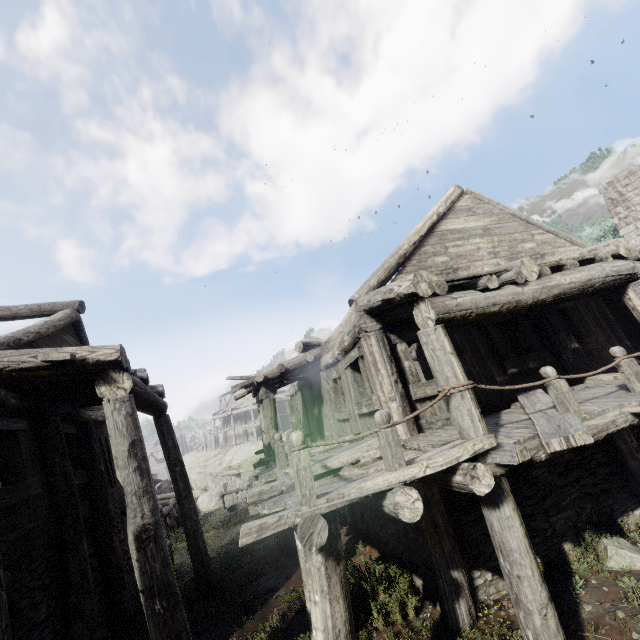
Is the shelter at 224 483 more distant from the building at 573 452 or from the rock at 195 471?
the building at 573 452

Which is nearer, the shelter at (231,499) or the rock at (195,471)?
the shelter at (231,499)

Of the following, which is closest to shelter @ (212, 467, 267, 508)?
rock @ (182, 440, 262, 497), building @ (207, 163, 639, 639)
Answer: rock @ (182, 440, 262, 497)

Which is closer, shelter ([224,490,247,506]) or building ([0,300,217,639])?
building ([0,300,217,639])

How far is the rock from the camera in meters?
42.3

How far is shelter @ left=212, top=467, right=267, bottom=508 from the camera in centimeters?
2647cm

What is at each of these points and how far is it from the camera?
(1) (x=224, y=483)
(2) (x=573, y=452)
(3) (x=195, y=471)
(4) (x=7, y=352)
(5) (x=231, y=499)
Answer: (1) shelter, 30.45m
(2) building, 6.80m
(3) rock, 46.72m
(4) building, 5.09m
(5) shelter, 28.78m
